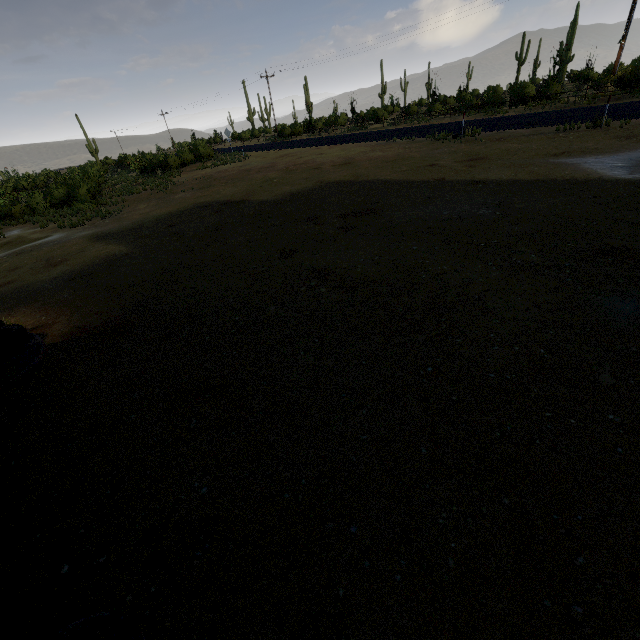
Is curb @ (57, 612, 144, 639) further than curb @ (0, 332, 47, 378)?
No

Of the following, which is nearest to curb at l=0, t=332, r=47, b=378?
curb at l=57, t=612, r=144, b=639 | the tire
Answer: the tire

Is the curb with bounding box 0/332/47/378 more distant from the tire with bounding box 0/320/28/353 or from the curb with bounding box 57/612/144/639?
the curb with bounding box 57/612/144/639

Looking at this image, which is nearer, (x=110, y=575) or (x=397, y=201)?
(x=110, y=575)

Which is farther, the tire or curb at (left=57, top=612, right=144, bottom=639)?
the tire

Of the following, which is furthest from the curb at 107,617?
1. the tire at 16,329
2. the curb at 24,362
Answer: the tire at 16,329
